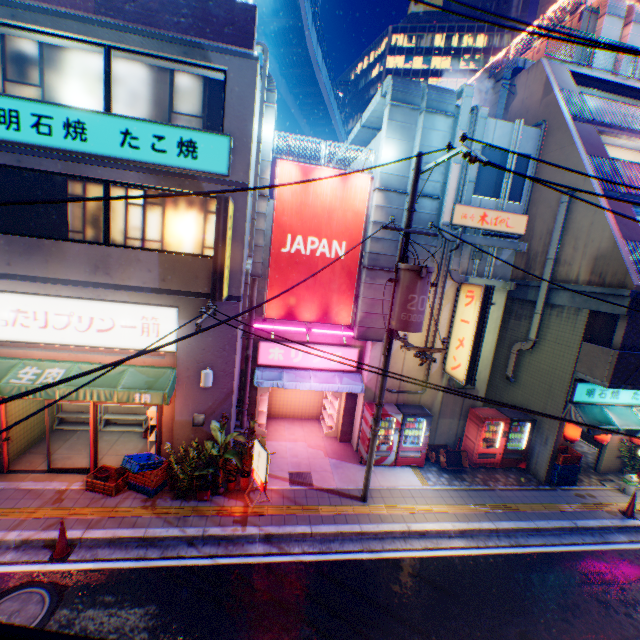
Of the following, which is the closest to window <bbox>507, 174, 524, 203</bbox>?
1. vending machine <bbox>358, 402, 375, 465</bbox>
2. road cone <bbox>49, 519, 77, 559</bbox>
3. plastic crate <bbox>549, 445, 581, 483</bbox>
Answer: vending machine <bbox>358, 402, 375, 465</bbox>

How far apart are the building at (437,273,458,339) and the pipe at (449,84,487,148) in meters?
0.0 m

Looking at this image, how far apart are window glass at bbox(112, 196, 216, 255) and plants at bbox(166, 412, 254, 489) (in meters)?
4.57

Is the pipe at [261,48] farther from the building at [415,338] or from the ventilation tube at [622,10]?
the ventilation tube at [622,10]

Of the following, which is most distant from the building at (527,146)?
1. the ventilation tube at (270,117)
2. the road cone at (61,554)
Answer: the road cone at (61,554)

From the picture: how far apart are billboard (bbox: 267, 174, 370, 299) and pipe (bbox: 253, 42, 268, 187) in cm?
60

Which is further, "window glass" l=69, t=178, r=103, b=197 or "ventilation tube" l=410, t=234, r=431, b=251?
"ventilation tube" l=410, t=234, r=431, b=251

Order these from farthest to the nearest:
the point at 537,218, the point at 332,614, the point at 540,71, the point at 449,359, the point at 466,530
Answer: the point at 540,71 → the point at 537,218 → the point at 449,359 → the point at 466,530 → the point at 332,614
